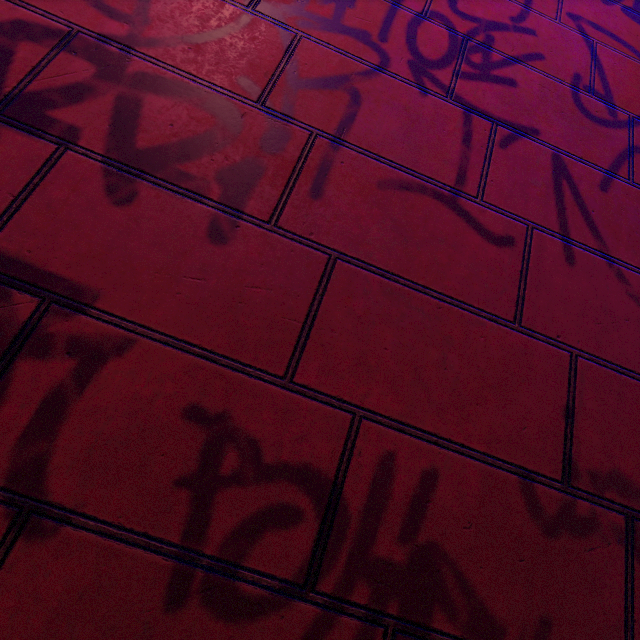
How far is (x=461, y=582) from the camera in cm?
94
